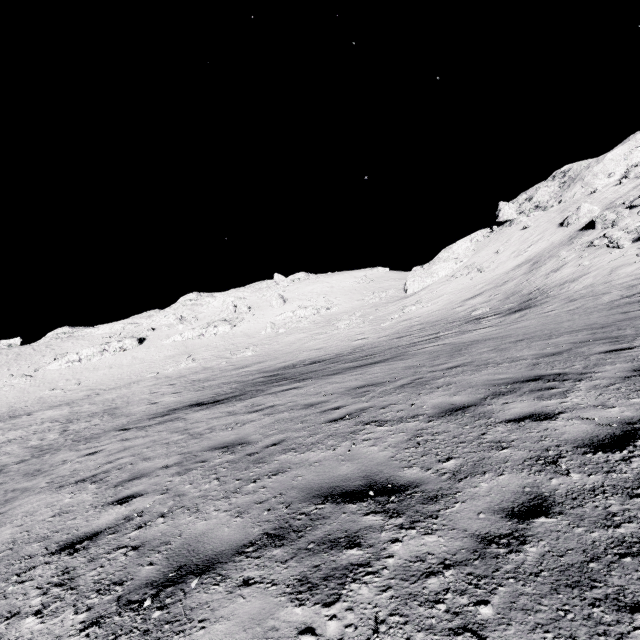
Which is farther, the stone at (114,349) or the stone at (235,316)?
the stone at (235,316)

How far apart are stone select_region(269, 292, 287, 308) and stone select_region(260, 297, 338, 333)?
3.5 meters

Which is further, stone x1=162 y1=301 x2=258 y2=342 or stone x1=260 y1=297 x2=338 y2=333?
stone x1=162 y1=301 x2=258 y2=342

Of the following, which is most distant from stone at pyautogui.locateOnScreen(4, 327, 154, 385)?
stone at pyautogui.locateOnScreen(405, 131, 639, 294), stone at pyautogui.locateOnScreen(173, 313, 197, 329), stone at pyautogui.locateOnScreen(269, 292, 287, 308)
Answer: stone at pyautogui.locateOnScreen(405, 131, 639, 294)

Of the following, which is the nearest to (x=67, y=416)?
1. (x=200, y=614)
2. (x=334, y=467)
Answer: (x=334, y=467)

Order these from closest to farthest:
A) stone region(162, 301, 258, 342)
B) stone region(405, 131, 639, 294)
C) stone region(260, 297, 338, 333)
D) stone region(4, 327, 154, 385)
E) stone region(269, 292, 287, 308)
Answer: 1. stone region(405, 131, 639, 294)
2. stone region(4, 327, 154, 385)
3. stone region(260, 297, 338, 333)
4. stone region(162, 301, 258, 342)
5. stone region(269, 292, 287, 308)

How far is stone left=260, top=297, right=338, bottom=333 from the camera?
47.0m

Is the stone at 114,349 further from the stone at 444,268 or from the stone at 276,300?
the stone at 444,268
